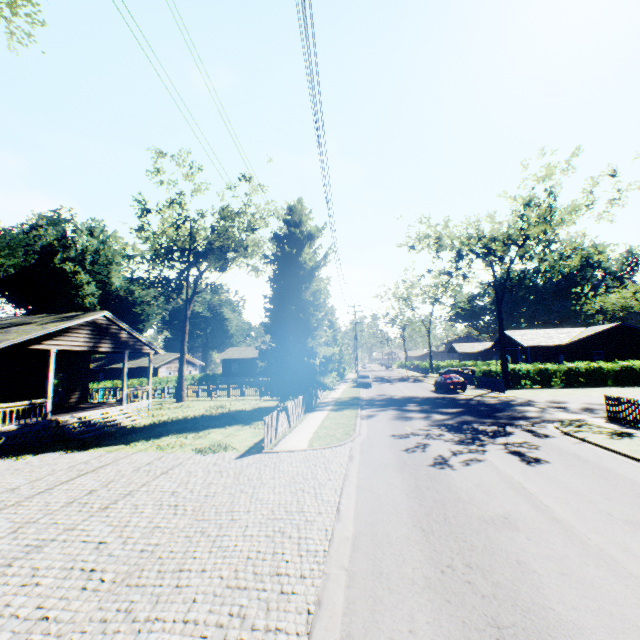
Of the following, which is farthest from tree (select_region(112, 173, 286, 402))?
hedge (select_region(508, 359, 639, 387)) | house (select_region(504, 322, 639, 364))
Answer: house (select_region(504, 322, 639, 364))

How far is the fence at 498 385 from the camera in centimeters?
2848cm

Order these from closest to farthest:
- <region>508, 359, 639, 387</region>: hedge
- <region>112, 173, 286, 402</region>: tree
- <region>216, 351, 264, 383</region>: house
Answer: <region>112, 173, 286, 402</region>: tree, <region>508, 359, 639, 387</region>: hedge, <region>216, 351, 264, 383</region>: house

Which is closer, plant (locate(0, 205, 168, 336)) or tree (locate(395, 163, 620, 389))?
tree (locate(395, 163, 620, 389))

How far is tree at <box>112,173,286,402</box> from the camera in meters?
26.4

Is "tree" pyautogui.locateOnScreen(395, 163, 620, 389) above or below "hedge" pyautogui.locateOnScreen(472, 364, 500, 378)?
above

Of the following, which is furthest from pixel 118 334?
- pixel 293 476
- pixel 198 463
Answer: pixel 293 476

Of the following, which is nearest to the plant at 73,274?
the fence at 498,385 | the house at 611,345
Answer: the fence at 498,385
